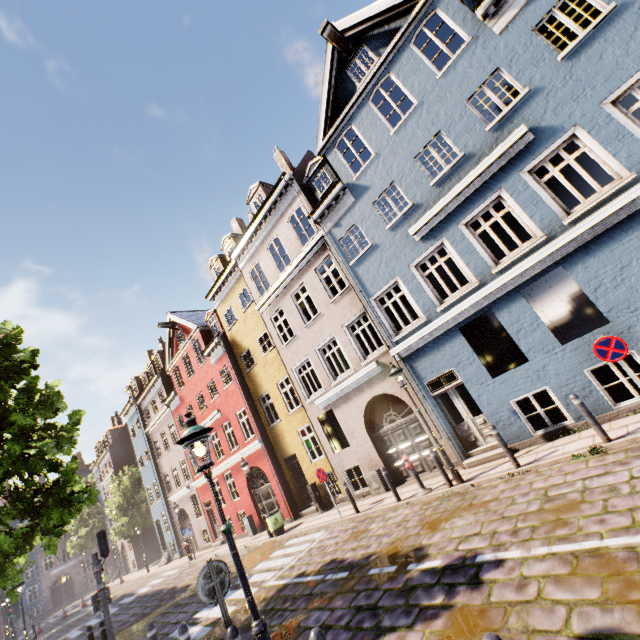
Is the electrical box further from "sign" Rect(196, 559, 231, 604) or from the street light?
the street light

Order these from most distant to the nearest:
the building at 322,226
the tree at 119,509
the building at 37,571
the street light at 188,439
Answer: the building at 37,571 < the tree at 119,509 < the building at 322,226 < the street light at 188,439

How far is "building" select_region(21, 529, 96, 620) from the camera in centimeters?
4309cm

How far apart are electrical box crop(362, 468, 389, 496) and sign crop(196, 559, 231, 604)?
8.64m

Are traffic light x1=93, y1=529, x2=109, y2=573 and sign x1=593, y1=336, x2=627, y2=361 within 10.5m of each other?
no

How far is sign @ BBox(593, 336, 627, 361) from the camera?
6.52m

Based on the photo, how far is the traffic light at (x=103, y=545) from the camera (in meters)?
9.85

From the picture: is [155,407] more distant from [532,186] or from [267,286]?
[532,186]
